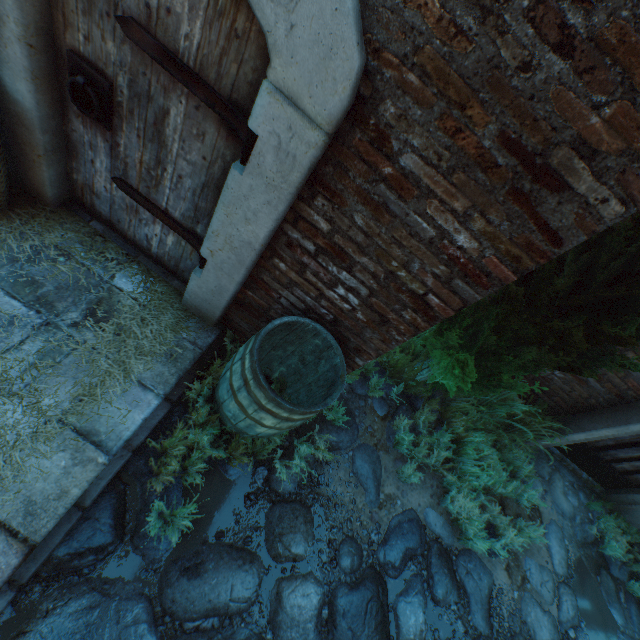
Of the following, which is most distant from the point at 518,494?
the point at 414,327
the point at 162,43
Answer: the point at 162,43

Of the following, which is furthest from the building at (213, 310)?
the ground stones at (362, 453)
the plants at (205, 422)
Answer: the plants at (205, 422)

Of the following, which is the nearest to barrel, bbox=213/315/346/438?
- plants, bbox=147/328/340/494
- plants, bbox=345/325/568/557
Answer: plants, bbox=147/328/340/494

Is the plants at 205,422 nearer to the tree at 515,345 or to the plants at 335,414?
the plants at 335,414

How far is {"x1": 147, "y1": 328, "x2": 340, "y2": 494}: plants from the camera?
2.1m

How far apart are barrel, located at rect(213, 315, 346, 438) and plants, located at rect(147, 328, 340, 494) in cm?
2

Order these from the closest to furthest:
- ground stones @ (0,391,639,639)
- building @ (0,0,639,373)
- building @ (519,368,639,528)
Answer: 1. building @ (0,0,639,373)
2. ground stones @ (0,391,639,639)
3. building @ (519,368,639,528)
